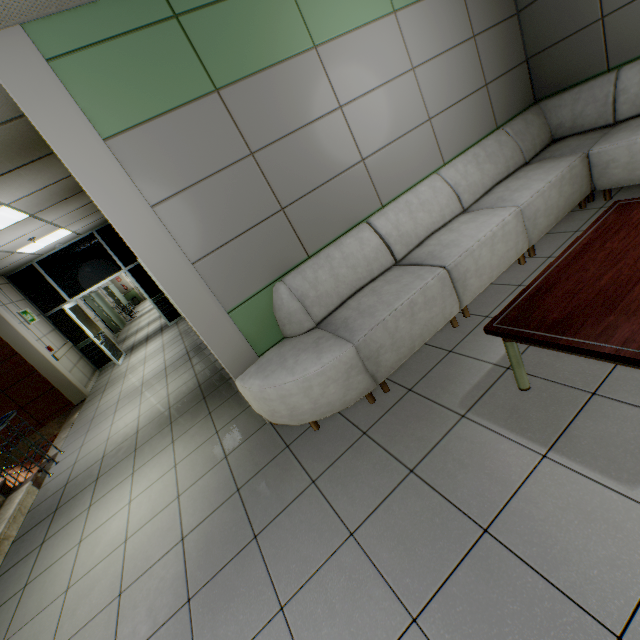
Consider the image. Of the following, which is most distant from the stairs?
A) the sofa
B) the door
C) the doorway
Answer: the door

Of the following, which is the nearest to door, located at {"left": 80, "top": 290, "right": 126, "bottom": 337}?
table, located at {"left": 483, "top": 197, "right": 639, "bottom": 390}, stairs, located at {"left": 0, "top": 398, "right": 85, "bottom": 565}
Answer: stairs, located at {"left": 0, "top": 398, "right": 85, "bottom": 565}

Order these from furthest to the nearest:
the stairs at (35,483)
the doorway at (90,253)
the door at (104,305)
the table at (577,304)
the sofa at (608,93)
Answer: the door at (104,305) → the doorway at (90,253) → the stairs at (35,483) → the sofa at (608,93) → the table at (577,304)

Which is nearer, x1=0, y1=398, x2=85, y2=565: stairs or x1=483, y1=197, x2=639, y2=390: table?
x1=483, y1=197, x2=639, y2=390: table

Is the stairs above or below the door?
below

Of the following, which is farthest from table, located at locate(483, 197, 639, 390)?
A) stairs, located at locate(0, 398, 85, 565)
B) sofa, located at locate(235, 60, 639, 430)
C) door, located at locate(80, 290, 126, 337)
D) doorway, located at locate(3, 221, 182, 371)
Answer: door, located at locate(80, 290, 126, 337)

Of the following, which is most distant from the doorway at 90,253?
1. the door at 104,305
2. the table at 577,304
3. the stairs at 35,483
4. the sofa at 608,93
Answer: the table at 577,304

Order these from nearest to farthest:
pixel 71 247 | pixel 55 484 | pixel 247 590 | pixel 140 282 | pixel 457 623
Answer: pixel 457 623 < pixel 247 590 < pixel 55 484 < pixel 71 247 < pixel 140 282
